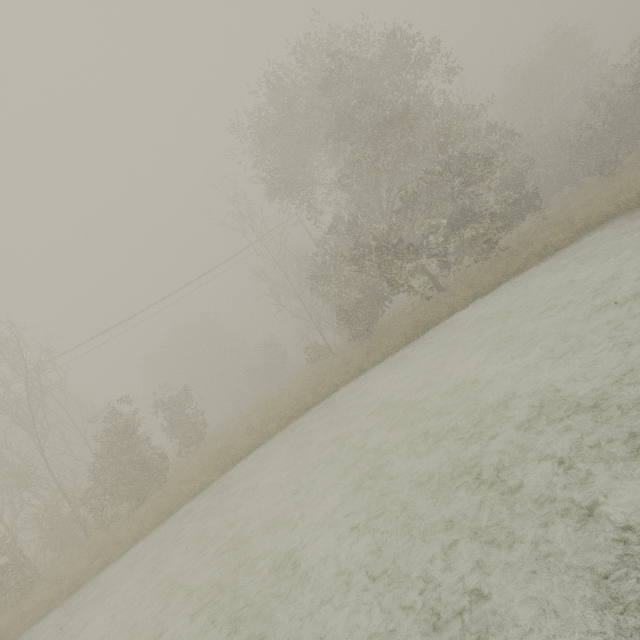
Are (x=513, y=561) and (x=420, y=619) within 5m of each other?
yes
